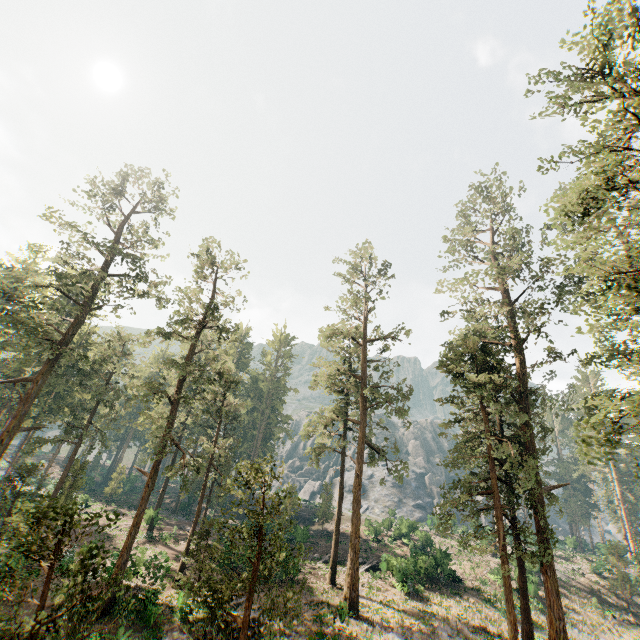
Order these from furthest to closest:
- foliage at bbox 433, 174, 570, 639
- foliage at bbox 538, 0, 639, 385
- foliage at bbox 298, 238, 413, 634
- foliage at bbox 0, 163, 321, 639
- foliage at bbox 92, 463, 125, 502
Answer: foliage at bbox 92, 463, 125, 502 < foliage at bbox 298, 238, 413, 634 < foliage at bbox 433, 174, 570, 639 < foliage at bbox 538, 0, 639, 385 < foliage at bbox 0, 163, 321, 639

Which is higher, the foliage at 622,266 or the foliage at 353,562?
the foliage at 622,266

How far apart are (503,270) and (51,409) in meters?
54.1 m

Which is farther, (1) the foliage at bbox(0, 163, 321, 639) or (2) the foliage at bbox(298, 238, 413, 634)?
(2) the foliage at bbox(298, 238, 413, 634)

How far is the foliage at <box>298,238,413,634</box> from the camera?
25.36m

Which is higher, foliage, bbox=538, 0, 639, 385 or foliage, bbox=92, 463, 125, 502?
foliage, bbox=538, 0, 639, 385

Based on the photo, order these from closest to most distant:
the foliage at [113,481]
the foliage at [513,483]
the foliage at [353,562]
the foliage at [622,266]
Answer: the foliage at [622,266]
the foliage at [513,483]
the foliage at [353,562]
the foliage at [113,481]
